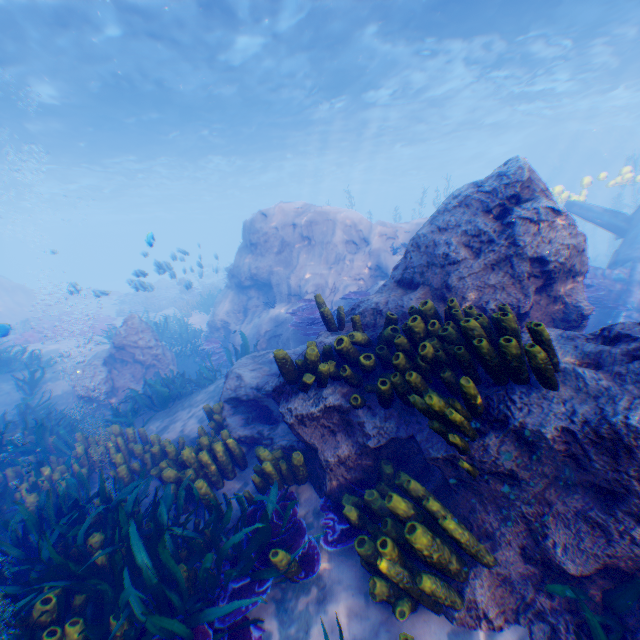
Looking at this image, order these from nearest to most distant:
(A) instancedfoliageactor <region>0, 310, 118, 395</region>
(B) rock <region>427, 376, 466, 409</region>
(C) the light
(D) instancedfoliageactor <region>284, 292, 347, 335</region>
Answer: (B) rock <region>427, 376, 466, 409</region> → (D) instancedfoliageactor <region>284, 292, 347, 335</region> → (A) instancedfoliageactor <region>0, 310, 118, 395</region> → (C) the light

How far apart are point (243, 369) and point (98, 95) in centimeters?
1999cm

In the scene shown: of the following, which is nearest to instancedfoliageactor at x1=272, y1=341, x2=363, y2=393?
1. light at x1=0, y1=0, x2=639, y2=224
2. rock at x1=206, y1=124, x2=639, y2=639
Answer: rock at x1=206, y1=124, x2=639, y2=639

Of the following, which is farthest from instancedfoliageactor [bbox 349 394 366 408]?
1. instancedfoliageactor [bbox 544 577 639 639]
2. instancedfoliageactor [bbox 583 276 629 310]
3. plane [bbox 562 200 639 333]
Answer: plane [bbox 562 200 639 333]

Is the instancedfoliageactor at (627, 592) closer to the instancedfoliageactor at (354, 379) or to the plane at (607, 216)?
A: the instancedfoliageactor at (354, 379)

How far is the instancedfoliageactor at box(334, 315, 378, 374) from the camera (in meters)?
3.67

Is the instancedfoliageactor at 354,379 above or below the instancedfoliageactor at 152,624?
above
